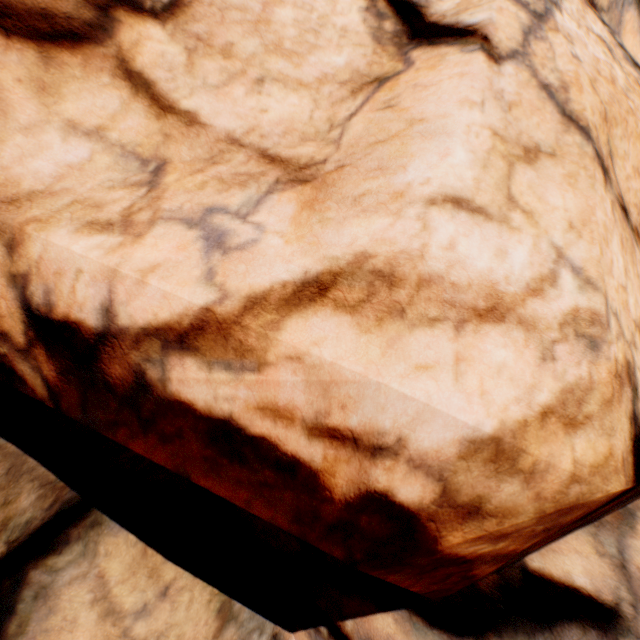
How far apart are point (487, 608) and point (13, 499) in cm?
495
